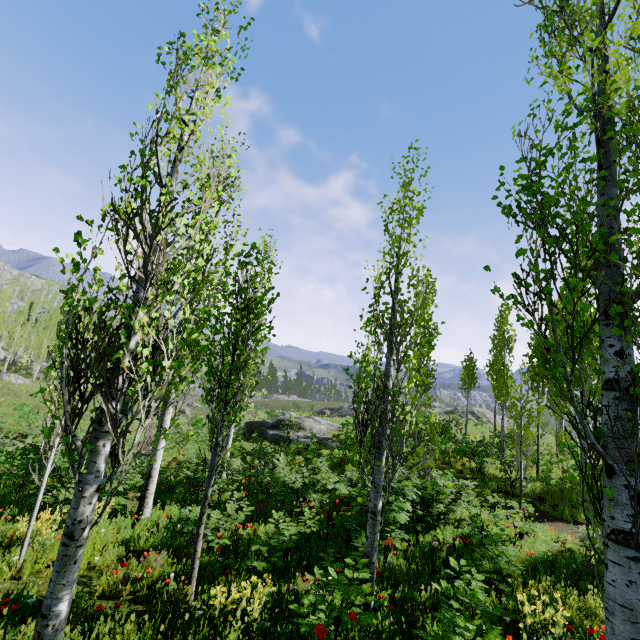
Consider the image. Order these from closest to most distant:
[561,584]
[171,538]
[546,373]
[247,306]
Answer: [247,306], [561,584], [171,538], [546,373]

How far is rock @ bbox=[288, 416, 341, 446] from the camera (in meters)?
20.99

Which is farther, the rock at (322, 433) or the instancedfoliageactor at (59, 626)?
the rock at (322, 433)

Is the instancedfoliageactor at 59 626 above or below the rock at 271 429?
above

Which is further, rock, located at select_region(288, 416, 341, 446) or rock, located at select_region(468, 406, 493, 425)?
rock, located at select_region(468, 406, 493, 425)

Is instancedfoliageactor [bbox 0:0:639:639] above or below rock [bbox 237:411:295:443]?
above

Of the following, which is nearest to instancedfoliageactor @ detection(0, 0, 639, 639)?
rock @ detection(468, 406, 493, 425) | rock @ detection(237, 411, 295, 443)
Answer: rock @ detection(237, 411, 295, 443)
